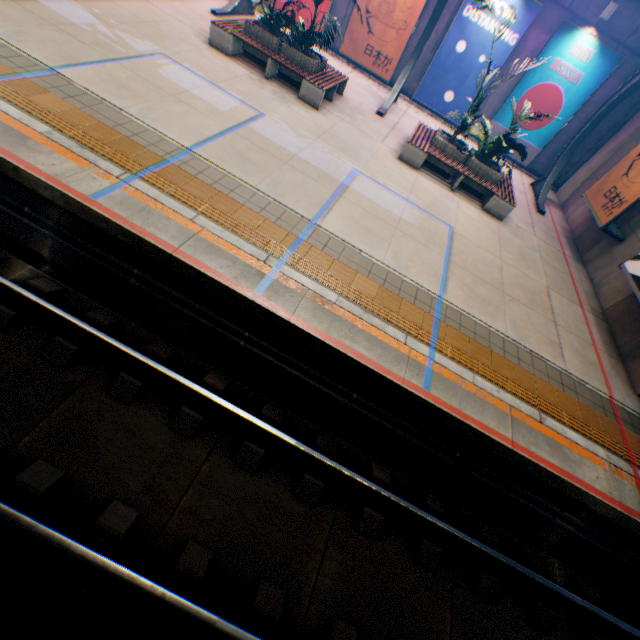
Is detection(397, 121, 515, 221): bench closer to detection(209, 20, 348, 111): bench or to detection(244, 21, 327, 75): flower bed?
detection(209, 20, 348, 111): bench

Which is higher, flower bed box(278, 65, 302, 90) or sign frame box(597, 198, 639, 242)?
sign frame box(597, 198, 639, 242)

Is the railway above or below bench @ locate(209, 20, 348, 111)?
below

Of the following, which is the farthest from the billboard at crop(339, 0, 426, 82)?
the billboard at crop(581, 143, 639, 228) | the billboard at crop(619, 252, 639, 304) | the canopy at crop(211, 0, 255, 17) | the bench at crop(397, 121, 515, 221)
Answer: the billboard at crop(619, 252, 639, 304)

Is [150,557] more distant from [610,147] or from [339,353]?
[610,147]

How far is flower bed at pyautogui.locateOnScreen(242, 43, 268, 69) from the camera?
10.3 meters

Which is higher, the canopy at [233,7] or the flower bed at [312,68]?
the flower bed at [312,68]
